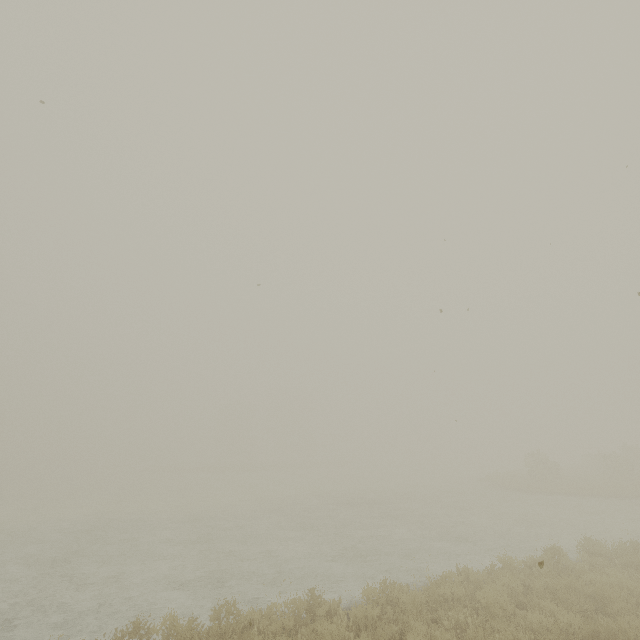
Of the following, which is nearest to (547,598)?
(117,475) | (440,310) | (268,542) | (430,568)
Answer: (430,568)
